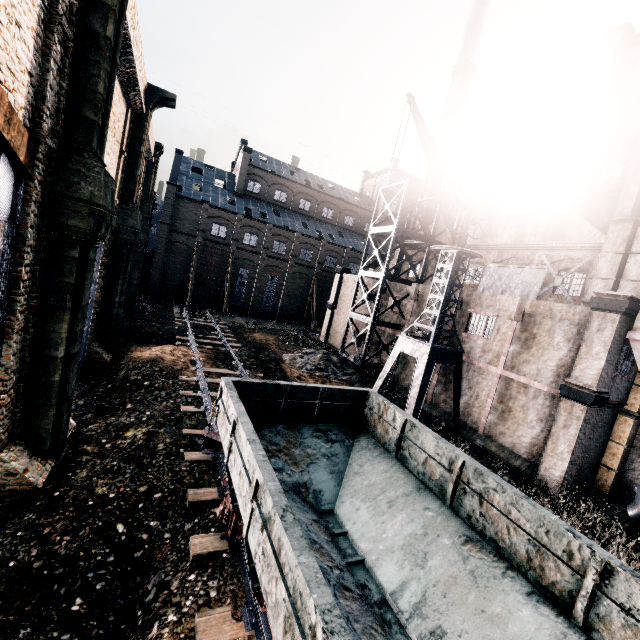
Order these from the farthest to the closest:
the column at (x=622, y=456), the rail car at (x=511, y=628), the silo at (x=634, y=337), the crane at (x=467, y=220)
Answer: the crane at (x=467, y=220)
the column at (x=622, y=456)
the silo at (x=634, y=337)
the rail car at (x=511, y=628)

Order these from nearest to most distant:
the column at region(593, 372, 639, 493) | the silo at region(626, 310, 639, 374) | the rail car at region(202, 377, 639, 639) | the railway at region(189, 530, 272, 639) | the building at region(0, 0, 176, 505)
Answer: the rail car at region(202, 377, 639, 639)
the railway at region(189, 530, 272, 639)
the building at region(0, 0, 176, 505)
the silo at region(626, 310, 639, 374)
the column at region(593, 372, 639, 493)

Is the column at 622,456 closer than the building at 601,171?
No

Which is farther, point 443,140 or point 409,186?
point 443,140

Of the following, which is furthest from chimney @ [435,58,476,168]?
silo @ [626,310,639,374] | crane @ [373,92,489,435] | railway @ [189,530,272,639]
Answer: railway @ [189,530,272,639]

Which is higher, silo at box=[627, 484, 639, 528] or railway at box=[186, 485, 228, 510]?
silo at box=[627, 484, 639, 528]

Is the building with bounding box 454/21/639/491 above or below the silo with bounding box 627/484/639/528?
above

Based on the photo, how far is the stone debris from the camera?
25.2 meters
